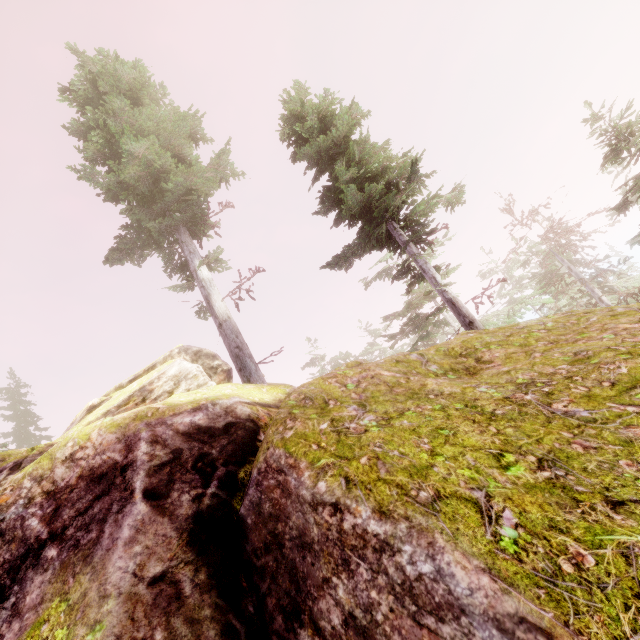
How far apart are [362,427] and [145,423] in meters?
2.8

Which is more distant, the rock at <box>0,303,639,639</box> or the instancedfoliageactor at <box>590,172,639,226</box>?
the instancedfoliageactor at <box>590,172,639,226</box>

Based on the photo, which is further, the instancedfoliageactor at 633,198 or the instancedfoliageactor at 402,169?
the instancedfoliageactor at 633,198

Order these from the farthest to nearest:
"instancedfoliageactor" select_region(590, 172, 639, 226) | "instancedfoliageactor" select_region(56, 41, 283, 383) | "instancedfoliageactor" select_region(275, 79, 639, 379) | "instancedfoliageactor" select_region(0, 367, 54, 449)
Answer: "instancedfoliageactor" select_region(0, 367, 54, 449) → "instancedfoliageactor" select_region(56, 41, 283, 383) → "instancedfoliageactor" select_region(590, 172, 639, 226) → "instancedfoliageactor" select_region(275, 79, 639, 379)

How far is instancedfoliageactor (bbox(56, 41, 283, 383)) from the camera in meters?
12.1 m

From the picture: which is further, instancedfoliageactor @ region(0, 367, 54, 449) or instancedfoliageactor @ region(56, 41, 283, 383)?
instancedfoliageactor @ region(0, 367, 54, 449)

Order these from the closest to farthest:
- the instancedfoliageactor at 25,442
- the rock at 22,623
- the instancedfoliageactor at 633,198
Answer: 1. the rock at 22,623
2. the instancedfoliageactor at 633,198
3. the instancedfoliageactor at 25,442
